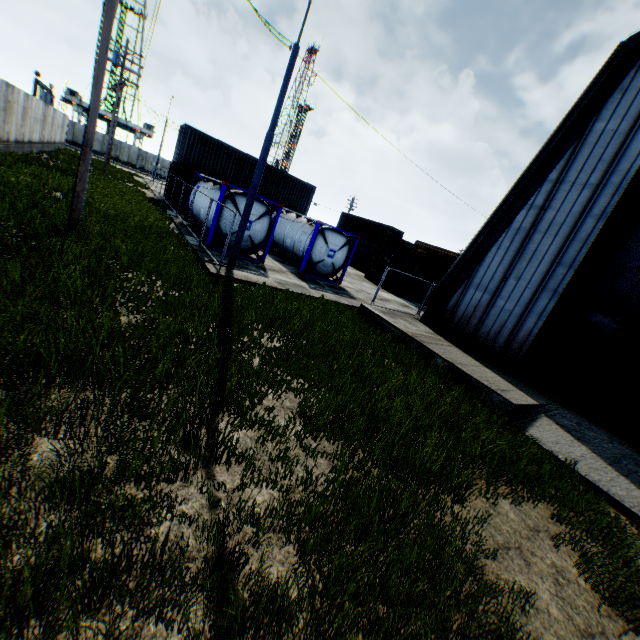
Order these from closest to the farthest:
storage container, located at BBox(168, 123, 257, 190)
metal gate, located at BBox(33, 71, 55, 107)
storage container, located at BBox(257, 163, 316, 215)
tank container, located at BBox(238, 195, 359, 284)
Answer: tank container, located at BBox(238, 195, 359, 284), storage container, located at BBox(168, 123, 257, 190), storage container, located at BBox(257, 163, 316, 215), metal gate, located at BBox(33, 71, 55, 107)

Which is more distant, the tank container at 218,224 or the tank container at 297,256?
the tank container at 297,256

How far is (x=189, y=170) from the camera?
21.8m

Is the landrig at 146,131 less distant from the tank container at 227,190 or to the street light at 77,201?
the street light at 77,201

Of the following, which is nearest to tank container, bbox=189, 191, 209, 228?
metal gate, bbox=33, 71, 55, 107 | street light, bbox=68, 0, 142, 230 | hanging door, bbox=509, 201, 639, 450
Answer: street light, bbox=68, 0, 142, 230

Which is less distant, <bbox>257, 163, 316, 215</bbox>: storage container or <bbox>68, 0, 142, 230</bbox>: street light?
<bbox>68, 0, 142, 230</bbox>: street light

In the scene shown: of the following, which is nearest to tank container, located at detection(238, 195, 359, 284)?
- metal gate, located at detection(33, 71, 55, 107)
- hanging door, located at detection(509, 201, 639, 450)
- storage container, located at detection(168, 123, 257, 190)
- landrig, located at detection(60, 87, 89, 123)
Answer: storage container, located at detection(168, 123, 257, 190)

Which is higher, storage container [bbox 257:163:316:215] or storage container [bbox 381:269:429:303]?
storage container [bbox 257:163:316:215]
